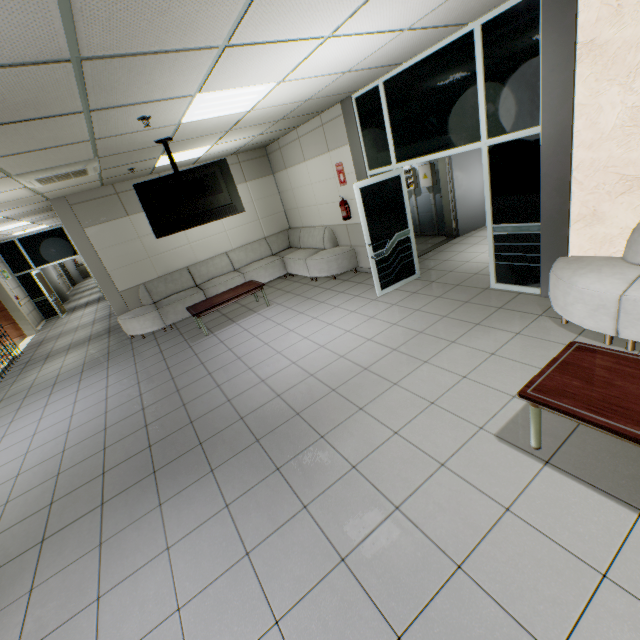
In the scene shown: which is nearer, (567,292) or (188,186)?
(567,292)

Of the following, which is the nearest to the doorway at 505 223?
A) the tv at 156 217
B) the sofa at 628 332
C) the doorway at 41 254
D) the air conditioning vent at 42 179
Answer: the sofa at 628 332

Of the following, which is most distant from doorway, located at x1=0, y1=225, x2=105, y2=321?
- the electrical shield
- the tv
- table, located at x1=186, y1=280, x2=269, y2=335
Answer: the electrical shield

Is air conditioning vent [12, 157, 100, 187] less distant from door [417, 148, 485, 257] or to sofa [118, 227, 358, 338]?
sofa [118, 227, 358, 338]

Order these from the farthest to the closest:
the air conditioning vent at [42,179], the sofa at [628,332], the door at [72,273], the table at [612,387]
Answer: the door at [72,273] < the air conditioning vent at [42,179] < the sofa at [628,332] < the table at [612,387]

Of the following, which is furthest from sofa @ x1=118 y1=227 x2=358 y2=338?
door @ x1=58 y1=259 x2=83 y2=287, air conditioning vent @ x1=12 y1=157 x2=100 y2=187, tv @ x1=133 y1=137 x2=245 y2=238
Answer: door @ x1=58 y1=259 x2=83 y2=287

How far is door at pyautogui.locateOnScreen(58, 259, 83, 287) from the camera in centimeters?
2274cm

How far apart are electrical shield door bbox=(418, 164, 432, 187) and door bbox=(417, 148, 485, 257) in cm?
30
